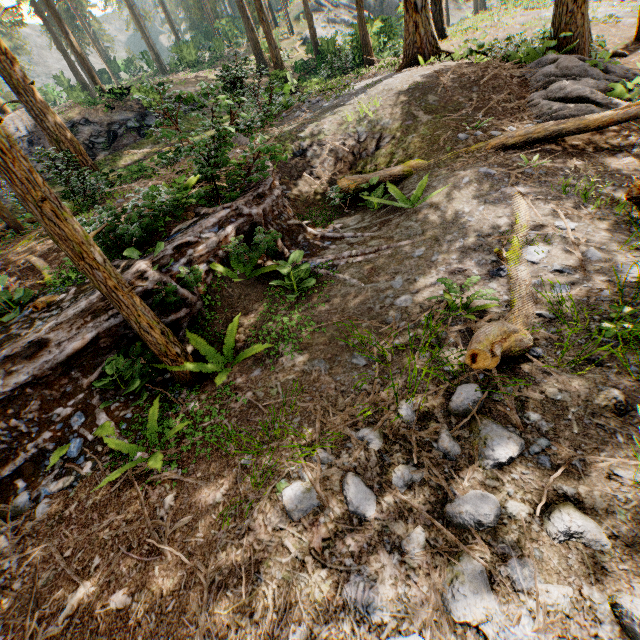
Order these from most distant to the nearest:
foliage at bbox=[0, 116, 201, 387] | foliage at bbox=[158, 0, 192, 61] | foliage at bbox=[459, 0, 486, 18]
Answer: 1. foliage at bbox=[459, 0, 486, 18]
2. foliage at bbox=[158, 0, 192, 61]
3. foliage at bbox=[0, 116, 201, 387]

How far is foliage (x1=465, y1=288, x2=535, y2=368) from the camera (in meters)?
2.79

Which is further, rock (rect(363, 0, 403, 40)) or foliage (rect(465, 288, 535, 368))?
rock (rect(363, 0, 403, 40))

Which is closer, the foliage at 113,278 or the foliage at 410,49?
the foliage at 113,278

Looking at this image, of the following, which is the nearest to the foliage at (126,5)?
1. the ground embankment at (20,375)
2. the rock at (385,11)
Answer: the ground embankment at (20,375)

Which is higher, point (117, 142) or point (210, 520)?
point (117, 142)

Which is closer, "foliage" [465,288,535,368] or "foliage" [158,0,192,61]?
"foliage" [465,288,535,368]
